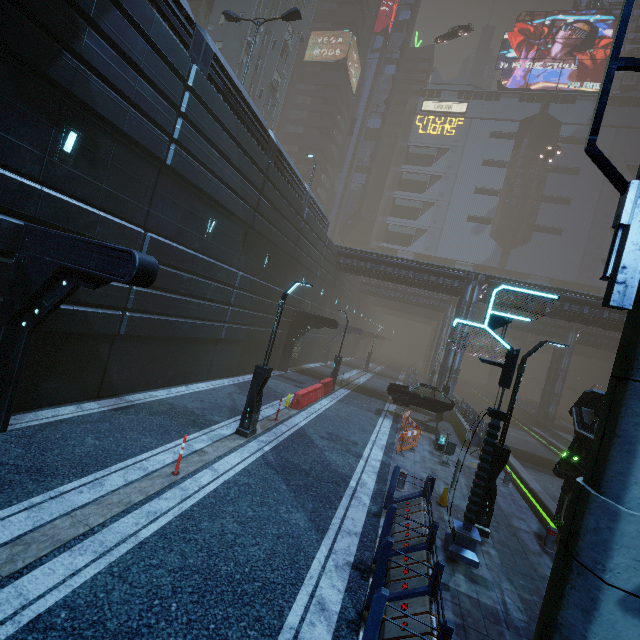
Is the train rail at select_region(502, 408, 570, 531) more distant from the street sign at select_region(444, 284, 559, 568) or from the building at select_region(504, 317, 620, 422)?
the street sign at select_region(444, 284, 559, 568)

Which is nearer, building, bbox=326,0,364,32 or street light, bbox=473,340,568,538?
street light, bbox=473,340,568,538

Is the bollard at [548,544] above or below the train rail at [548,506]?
above

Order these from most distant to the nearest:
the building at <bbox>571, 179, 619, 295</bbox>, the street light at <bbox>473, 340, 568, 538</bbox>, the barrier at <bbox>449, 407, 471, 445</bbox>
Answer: the building at <bbox>571, 179, 619, 295</bbox>, the barrier at <bbox>449, 407, 471, 445</bbox>, the street light at <bbox>473, 340, 568, 538</bbox>

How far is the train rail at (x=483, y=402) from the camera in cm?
4056

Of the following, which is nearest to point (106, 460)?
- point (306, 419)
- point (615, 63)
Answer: point (306, 419)

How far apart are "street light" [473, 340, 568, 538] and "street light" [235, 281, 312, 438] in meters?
6.7

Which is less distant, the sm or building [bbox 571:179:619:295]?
the sm
